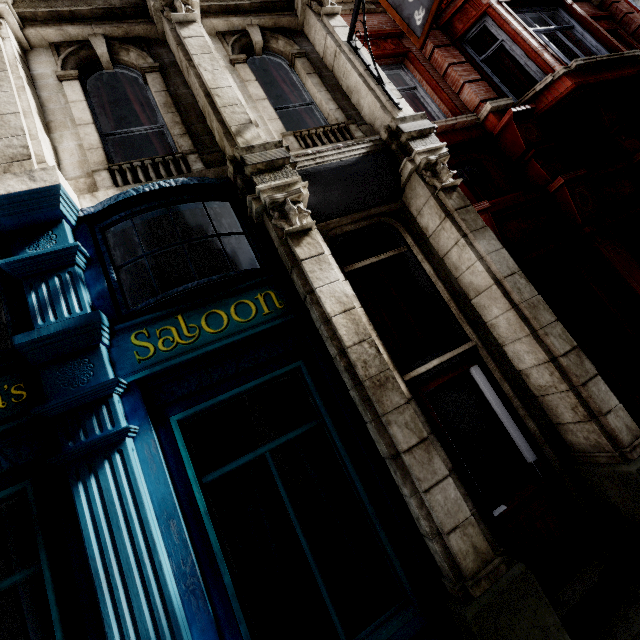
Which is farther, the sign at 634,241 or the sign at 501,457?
the sign at 634,241

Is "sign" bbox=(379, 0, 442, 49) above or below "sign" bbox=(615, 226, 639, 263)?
above

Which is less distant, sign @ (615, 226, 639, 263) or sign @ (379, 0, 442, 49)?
sign @ (379, 0, 442, 49)

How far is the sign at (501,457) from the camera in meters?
3.9

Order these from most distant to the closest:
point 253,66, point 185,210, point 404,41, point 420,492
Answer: point 404,41 → point 253,66 → point 185,210 → point 420,492

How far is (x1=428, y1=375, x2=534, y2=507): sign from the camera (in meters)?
3.92

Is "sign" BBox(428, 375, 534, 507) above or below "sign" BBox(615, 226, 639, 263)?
below

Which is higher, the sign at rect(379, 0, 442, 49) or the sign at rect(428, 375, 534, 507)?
the sign at rect(379, 0, 442, 49)
